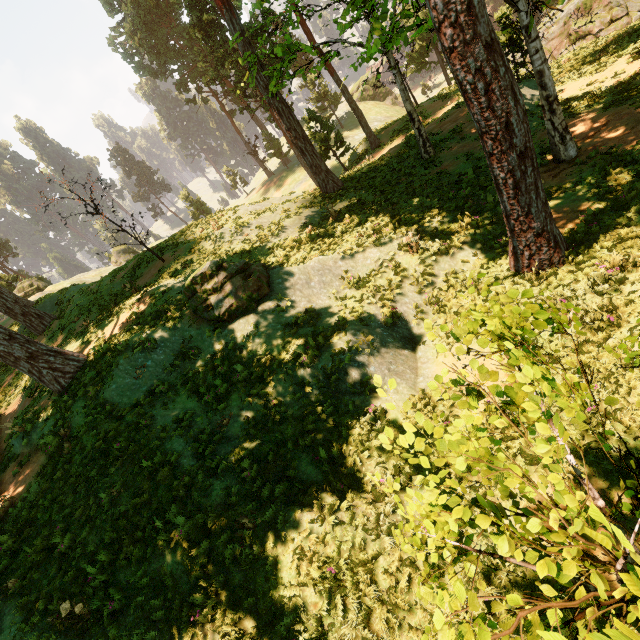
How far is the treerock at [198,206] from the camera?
48.2m

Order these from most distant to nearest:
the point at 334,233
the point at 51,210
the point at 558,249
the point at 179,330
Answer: the point at 51,210
the point at 334,233
the point at 179,330
the point at 558,249

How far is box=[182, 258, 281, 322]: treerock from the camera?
10.6m

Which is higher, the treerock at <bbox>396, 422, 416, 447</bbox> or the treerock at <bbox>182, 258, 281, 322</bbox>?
the treerock at <bbox>396, 422, 416, 447</bbox>

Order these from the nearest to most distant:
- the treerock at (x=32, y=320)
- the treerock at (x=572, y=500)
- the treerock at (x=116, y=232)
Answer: the treerock at (x=572, y=500) < the treerock at (x=116, y=232) < the treerock at (x=32, y=320)

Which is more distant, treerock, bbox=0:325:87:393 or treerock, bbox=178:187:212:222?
treerock, bbox=178:187:212:222
